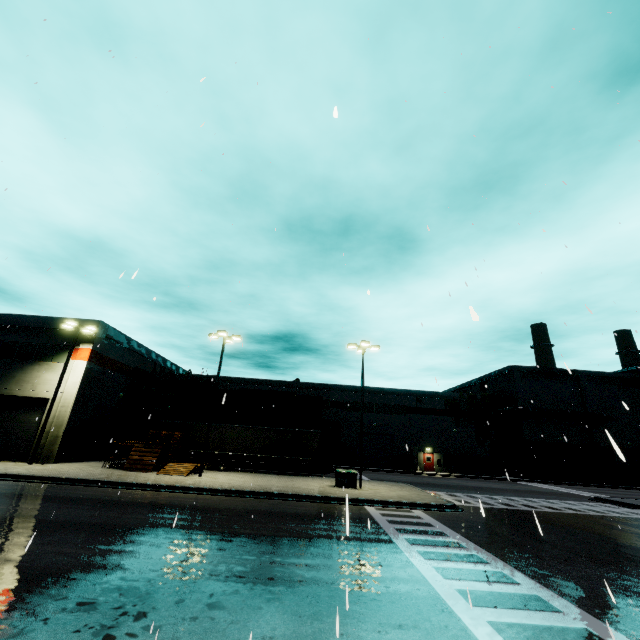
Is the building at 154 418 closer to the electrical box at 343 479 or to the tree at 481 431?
the tree at 481 431

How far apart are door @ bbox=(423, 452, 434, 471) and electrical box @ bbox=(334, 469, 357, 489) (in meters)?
25.97

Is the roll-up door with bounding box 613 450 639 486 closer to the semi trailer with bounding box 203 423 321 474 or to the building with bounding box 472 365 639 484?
the building with bounding box 472 365 639 484

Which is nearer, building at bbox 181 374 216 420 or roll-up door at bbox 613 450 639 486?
roll-up door at bbox 613 450 639 486

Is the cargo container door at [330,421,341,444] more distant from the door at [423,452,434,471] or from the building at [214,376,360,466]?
the door at [423,452,434,471]

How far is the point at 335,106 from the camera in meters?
2.0 m

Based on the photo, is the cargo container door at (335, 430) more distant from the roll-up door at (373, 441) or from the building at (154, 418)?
the roll-up door at (373, 441)

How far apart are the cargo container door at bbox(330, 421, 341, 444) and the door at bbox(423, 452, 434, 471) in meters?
15.2
